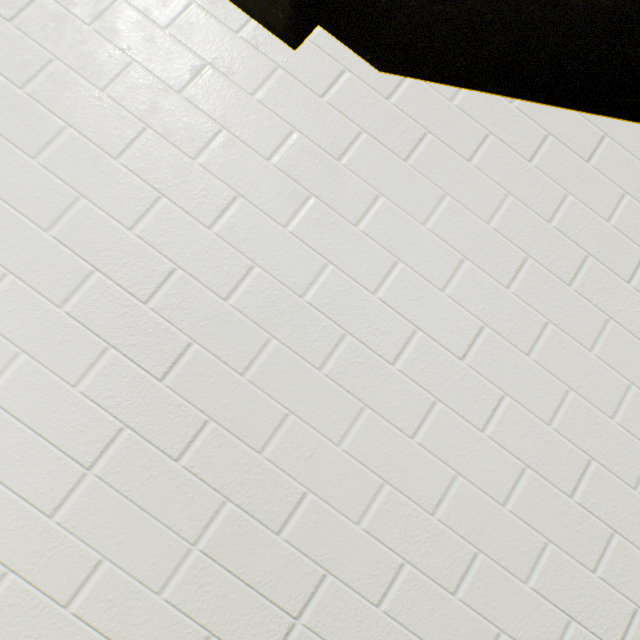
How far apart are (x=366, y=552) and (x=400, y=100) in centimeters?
165cm
